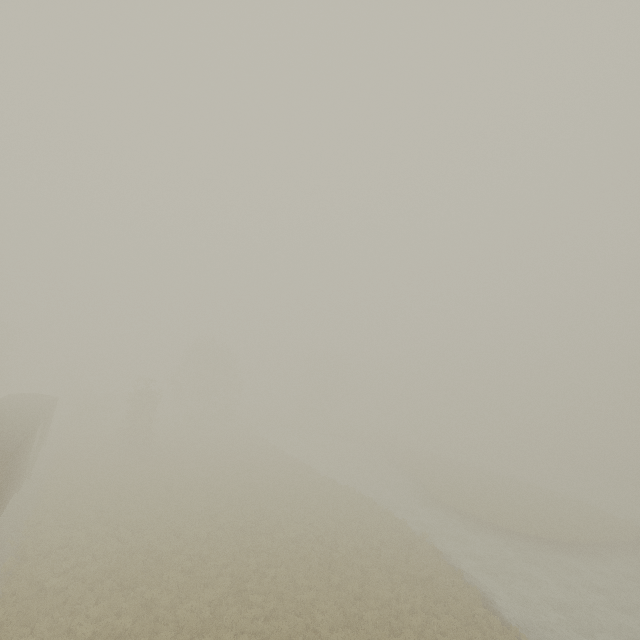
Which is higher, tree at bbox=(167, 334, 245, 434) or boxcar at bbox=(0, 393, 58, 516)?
tree at bbox=(167, 334, 245, 434)

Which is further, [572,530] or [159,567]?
[572,530]

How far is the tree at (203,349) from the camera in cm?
4806

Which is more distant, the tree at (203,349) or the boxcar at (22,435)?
the tree at (203,349)

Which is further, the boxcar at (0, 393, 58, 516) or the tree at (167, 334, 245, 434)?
the tree at (167, 334, 245, 434)

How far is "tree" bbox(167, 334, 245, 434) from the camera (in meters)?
48.06
